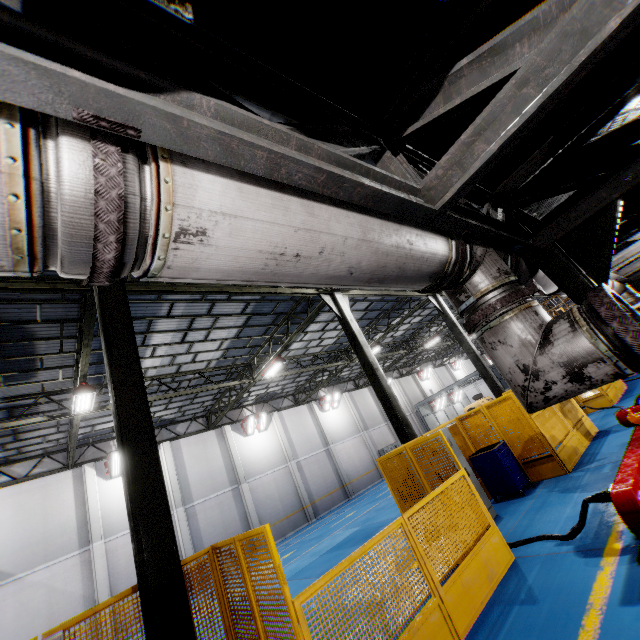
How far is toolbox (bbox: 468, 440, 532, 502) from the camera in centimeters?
819cm

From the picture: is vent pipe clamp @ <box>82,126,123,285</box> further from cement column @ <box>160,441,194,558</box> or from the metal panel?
cement column @ <box>160,441,194,558</box>

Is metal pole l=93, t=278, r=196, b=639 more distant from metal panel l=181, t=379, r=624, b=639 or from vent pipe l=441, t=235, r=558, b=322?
vent pipe l=441, t=235, r=558, b=322

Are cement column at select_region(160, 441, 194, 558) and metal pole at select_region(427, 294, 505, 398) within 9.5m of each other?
no

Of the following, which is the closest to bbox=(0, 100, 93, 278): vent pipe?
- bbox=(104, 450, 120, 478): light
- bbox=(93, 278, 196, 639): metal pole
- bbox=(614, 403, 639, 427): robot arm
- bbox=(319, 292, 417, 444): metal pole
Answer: bbox=(614, 403, 639, 427): robot arm

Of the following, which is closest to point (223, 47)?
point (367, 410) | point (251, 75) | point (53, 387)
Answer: point (251, 75)

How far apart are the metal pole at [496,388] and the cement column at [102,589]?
19.99m

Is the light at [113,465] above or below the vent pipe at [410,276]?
above
